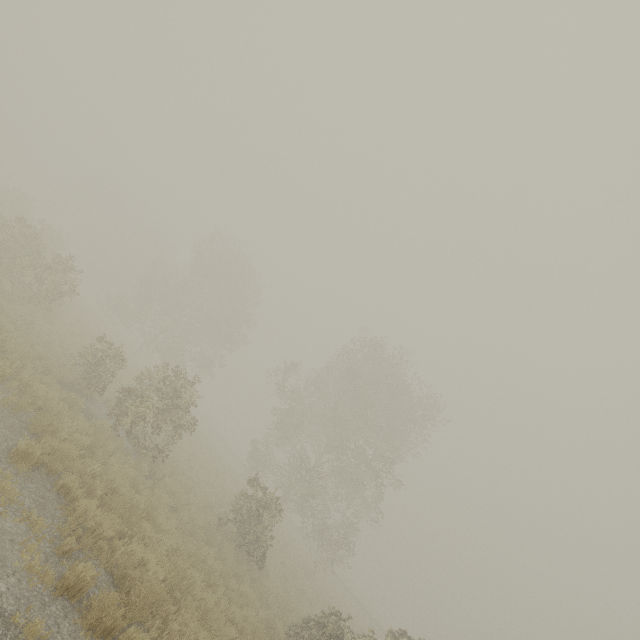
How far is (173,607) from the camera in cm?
670

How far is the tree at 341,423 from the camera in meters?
14.9 m

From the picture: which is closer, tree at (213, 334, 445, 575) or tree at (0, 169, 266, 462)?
tree at (0, 169, 266, 462)

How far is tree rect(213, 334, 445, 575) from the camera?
14.9 meters

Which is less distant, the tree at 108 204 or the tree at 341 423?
the tree at 108 204
